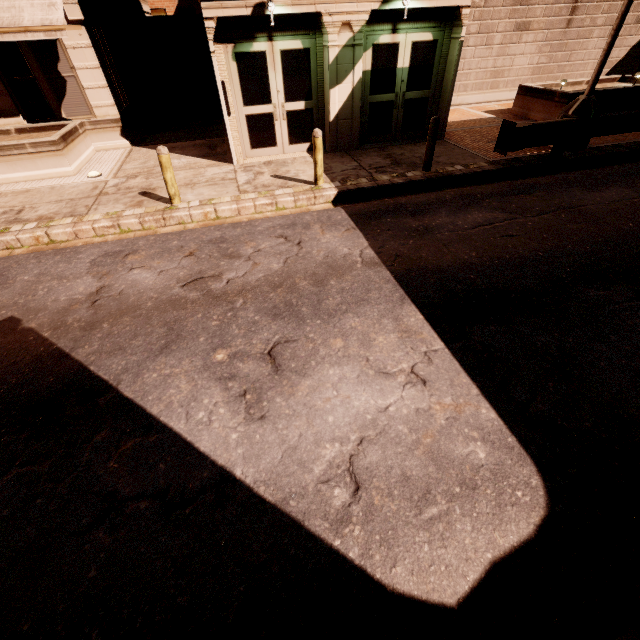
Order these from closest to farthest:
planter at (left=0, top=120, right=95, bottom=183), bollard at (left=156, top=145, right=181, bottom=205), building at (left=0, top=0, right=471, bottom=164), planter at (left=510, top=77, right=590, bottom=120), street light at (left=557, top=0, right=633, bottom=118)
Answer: bollard at (left=156, top=145, right=181, bottom=205), street light at (left=557, top=0, right=633, bottom=118), building at (left=0, top=0, right=471, bottom=164), planter at (left=0, top=120, right=95, bottom=183), planter at (left=510, top=77, right=590, bottom=120)

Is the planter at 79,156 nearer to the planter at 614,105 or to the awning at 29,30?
the awning at 29,30

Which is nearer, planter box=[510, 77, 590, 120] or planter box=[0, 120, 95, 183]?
planter box=[0, 120, 95, 183]

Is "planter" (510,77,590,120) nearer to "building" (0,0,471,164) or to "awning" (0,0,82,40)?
"building" (0,0,471,164)

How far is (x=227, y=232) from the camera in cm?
676

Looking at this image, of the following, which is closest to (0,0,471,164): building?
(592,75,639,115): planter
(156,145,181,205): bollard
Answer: (156,145,181,205): bollard

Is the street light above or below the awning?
below

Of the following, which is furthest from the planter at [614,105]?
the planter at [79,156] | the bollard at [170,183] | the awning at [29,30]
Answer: the planter at [79,156]
